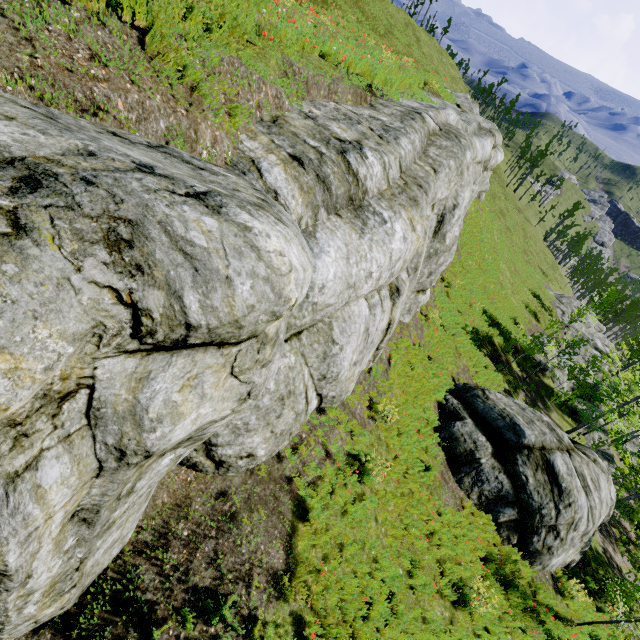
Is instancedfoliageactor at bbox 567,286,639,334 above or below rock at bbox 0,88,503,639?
below

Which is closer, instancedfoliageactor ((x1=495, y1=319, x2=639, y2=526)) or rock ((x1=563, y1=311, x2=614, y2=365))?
instancedfoliageactor ((x1=495, y1=319, x2=639, y2=526))

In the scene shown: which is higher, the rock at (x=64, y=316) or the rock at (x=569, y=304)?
the rock at (x=64, y=316)

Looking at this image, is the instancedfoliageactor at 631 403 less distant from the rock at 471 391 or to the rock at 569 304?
the rock at 569 304

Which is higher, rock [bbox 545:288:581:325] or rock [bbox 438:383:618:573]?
rock [bbox 438:383:618:573]

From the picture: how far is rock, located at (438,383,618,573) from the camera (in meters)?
11.27

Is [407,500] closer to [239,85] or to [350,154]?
[350,154]
